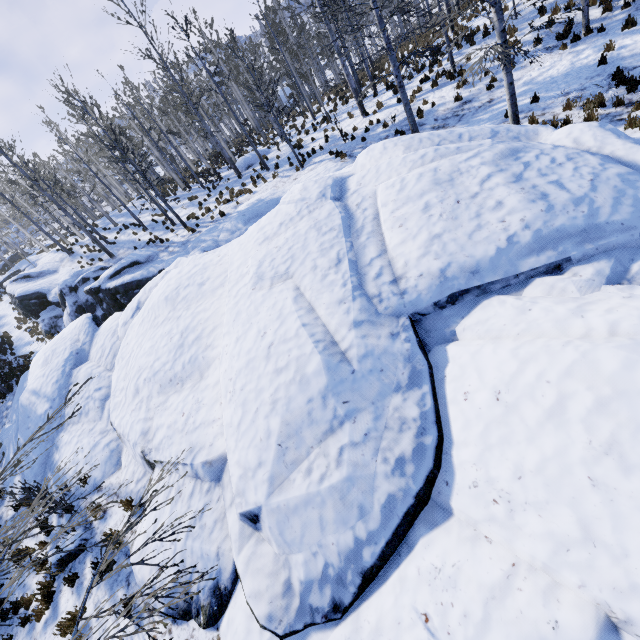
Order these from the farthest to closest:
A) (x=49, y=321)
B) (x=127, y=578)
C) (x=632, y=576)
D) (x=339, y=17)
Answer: (x=339, y=17), (x=49, y=321), (x=127, y=578), (x=632, y=576)

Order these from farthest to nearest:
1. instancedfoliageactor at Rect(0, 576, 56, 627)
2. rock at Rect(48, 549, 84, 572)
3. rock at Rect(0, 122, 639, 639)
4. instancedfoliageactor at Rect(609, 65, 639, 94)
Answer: instancedfoliageactor at Rect(609, 65, 639, 94), rock at Rect(48, 549, 84, 572), instancedfoliageactor at Rect(0, 576, 56, 627), rock at Rect(0, 122, 639, 639)

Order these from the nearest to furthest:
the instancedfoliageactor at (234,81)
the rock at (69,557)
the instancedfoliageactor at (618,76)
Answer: the rock at (69,557) < the instancedfoliageactor at (618,76) < the instancedfoliageactor at (234,81)

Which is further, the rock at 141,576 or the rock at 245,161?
the rock at 245,161

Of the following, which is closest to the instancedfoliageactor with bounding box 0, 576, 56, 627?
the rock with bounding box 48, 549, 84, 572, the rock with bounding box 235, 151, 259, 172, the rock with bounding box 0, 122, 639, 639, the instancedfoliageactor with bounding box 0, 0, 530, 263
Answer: the rock with bounding box 0, 122, 639, 639

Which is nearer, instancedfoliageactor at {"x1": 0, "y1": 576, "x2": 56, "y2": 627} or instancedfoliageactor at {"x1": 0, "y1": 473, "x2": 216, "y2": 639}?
instancedfoliageactor at {"x1": 0, "y1": 473, "x2": 216, "y2": 639}

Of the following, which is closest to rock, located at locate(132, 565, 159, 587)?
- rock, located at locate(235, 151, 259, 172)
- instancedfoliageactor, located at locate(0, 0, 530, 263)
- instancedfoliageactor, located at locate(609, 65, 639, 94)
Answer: instancedfoliageactor, located at locate(609, 65, 639, 94)
